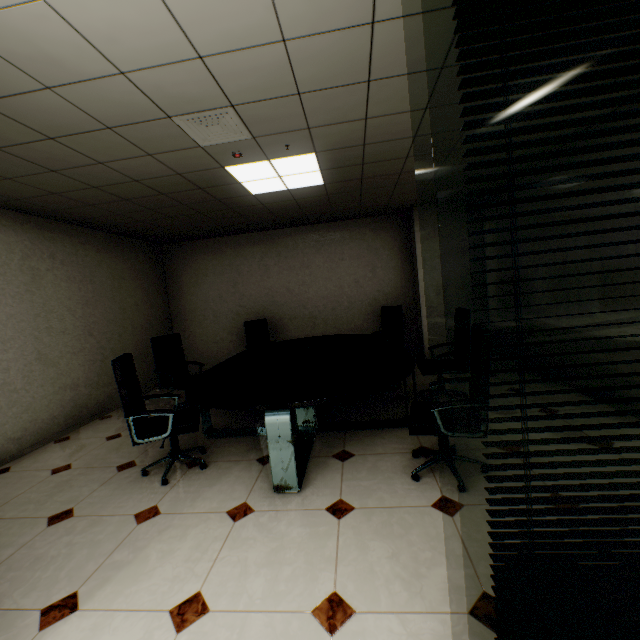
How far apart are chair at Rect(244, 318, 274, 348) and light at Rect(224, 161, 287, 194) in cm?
259

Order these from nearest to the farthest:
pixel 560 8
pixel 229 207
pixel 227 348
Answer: pixel 560 8, pixel 229 207, pixel 227 348

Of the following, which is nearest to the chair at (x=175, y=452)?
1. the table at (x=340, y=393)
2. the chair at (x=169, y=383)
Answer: the table at (x=340, y=393)

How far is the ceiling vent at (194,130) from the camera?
2.44m

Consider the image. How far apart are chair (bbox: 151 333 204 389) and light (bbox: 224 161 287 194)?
2.5 meters

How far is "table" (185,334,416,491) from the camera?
2.5m

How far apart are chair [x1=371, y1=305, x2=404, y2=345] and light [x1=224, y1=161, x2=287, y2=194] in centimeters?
277cm

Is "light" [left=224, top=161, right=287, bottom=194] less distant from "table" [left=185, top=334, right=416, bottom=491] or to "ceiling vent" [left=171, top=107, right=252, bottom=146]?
"ceiling vent" [left=171, top=107, right=252, bottom=146]
